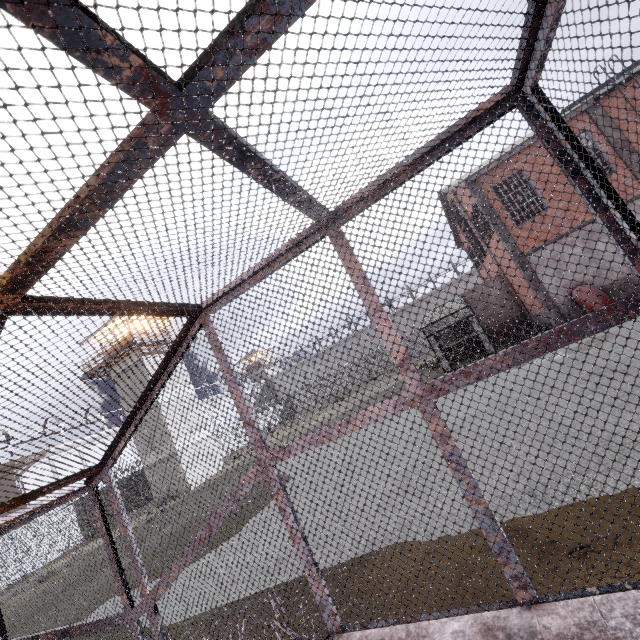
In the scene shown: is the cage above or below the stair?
above

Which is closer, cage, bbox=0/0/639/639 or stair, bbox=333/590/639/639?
cage, bbox=0/0/639/639

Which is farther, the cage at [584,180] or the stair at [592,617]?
the stair at [592,617]

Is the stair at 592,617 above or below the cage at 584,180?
below

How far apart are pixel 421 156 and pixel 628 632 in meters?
3.0
